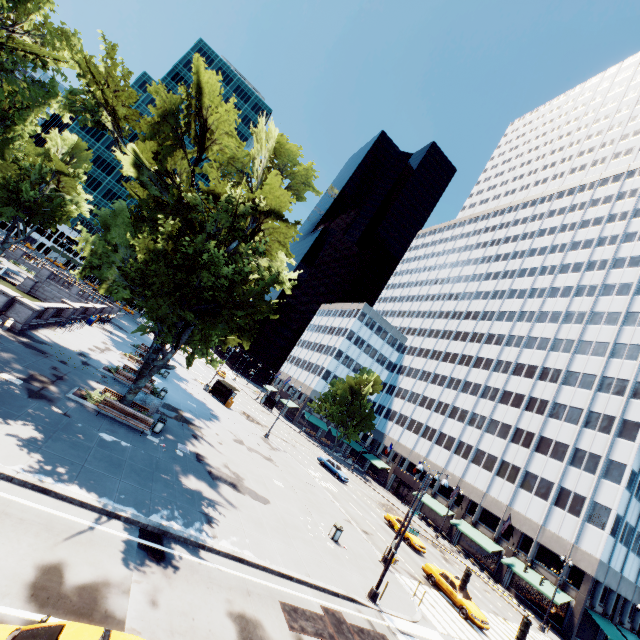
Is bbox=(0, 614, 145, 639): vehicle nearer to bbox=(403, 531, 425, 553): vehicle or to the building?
bbox=(403, 531, 425, 553): vehicle

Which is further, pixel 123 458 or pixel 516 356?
pixel 516 356

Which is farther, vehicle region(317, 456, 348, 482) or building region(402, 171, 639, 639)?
vehicle region(317, 456, 348, 482)

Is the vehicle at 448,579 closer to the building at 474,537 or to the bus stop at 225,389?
the building at 474,537

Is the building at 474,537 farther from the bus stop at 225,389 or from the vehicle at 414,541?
the vehicle at 414,541

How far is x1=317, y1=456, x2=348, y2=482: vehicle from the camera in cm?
4242

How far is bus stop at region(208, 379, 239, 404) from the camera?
43.2m

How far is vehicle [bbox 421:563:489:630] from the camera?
21.8 meters
